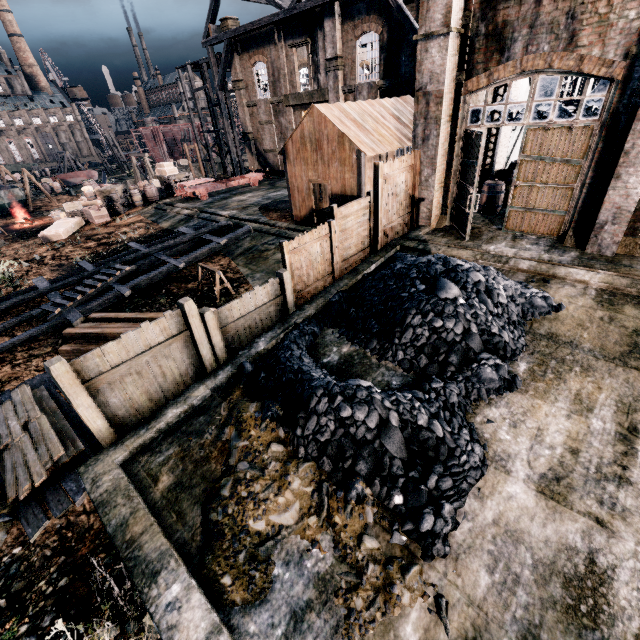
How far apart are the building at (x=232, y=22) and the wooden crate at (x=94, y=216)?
20.0 meters

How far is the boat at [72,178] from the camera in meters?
51.8

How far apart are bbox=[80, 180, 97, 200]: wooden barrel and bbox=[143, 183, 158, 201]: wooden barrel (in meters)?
4.51

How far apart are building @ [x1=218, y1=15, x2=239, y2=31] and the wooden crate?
20.0m

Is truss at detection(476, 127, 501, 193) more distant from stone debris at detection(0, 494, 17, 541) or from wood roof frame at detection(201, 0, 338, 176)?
stone debris at detection(0, 494, 17, 541)

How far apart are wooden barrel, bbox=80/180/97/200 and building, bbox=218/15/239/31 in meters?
18.4 m

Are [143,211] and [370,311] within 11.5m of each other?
no

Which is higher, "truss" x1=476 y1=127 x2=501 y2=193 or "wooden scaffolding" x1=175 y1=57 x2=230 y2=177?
"wooden scaffolding" x1=175 y1=57 x2=230 y2=177
